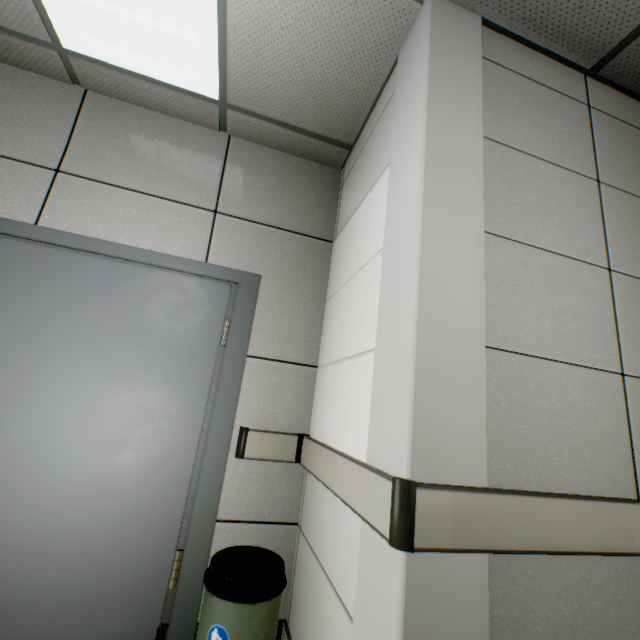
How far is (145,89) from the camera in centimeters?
222cm
